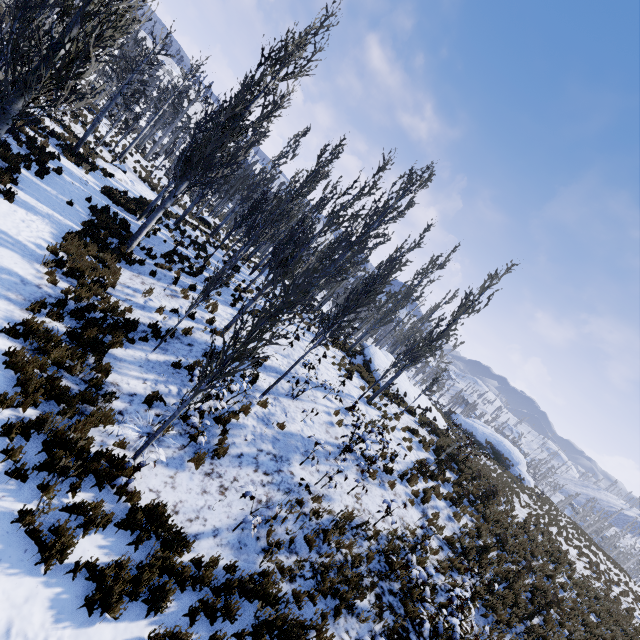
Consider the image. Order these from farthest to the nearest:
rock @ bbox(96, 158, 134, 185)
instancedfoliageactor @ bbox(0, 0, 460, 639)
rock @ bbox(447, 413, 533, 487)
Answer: rock @ bbox(447, 413, 533, 487)
rock @ bbox(96, 158, 134, 185)
instancedfoliageactor @ bbox(0, 0, 460, 639)

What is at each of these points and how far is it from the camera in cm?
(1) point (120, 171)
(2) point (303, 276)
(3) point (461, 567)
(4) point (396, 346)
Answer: (1) rock, 2166
(2) instancedfoliageactor, 3431
(3) instancedfoliageactor, 1007
(4) instancedfoliageactor, 3569

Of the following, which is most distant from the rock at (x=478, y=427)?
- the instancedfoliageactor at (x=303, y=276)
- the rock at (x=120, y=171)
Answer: the rock at (x=120, y=171)

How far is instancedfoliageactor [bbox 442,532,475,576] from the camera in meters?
9.5 m

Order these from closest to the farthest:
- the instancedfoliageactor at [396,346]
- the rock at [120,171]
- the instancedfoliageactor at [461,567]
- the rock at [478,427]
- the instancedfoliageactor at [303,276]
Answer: the instancedfoliageactor at [303,276] → the instancedfoliageactor at [461,567] → the instancedfoliageactor at [396,346] → the rock at [120,171] → the rock at [478,427]

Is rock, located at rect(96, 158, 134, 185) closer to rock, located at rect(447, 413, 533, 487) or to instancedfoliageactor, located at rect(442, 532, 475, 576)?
instancedfoliageactor, located at rect(442, 532, 475, 576)

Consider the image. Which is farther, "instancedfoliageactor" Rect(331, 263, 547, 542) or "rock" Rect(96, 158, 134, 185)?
"rock" Rect(96, 158, 134, 185)
